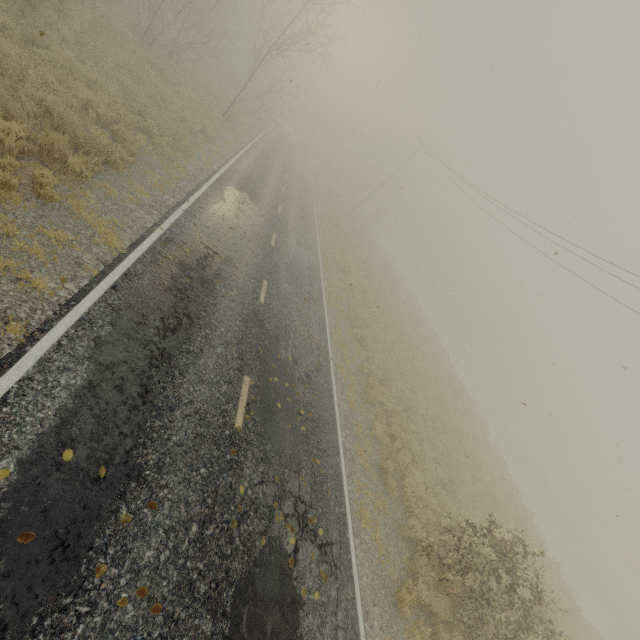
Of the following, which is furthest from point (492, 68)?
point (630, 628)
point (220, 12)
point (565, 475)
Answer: point (565, 475)

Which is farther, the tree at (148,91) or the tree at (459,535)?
the tree at (459,535)

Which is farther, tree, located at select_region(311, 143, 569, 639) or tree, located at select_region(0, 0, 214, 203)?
tree, located at select_region(311, 143, 569, 639)
